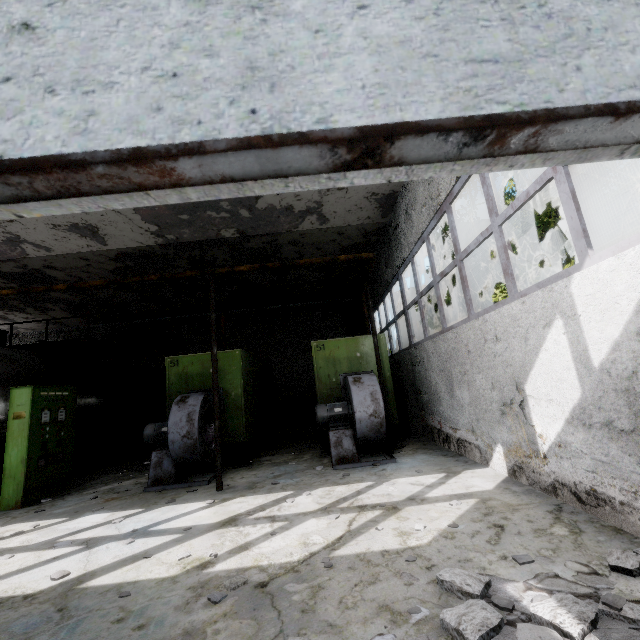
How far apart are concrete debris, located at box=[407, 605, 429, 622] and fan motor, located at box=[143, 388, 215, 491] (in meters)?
5.11

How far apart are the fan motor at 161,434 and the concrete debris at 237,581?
4.1m

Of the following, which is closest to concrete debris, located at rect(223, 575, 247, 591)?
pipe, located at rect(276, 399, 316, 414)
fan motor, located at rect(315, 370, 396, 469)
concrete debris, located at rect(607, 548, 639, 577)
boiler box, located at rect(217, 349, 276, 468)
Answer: concrete debris, located at rect(607, 548, 639, 577)

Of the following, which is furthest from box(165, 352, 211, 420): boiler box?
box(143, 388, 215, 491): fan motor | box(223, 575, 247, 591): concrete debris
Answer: box(223, 575, 247, 591): concrete debris

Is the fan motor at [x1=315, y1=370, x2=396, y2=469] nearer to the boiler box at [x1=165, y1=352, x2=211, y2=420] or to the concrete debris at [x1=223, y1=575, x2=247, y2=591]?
the boiler box at [x1=165, y1=352, x2=211, y2=420]

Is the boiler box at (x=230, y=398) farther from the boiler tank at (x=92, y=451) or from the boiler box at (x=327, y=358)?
the boiler tank at (x=92, y=451)

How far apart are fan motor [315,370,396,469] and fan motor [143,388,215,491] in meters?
2.4

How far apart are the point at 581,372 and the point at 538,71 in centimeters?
385cm
